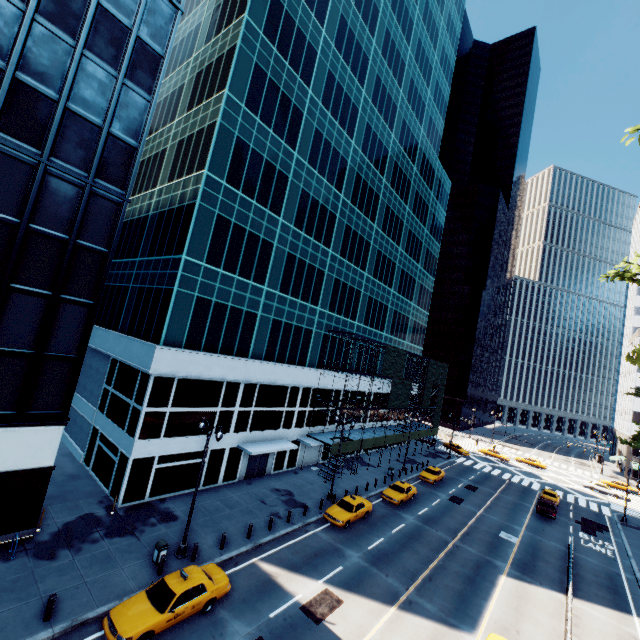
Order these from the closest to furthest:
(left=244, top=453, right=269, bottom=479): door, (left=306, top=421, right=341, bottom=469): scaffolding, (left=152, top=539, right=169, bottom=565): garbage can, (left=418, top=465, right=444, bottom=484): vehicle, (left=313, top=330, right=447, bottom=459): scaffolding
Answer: (left=152, top=539, right=169, bottom=565): garbage can < (left=244, top=453, right=269, bottom=479): door < (left=306, top=421, right=341, bottom=469): scaffolding < (left=313, top=330, right=447, bottom=459): scaffolding < (left=418, top=465, right=444, bottom=484): vehicle

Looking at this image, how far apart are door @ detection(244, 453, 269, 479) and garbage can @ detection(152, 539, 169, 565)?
12.01m

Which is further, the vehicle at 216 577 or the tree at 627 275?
Result: the tree at 627 275

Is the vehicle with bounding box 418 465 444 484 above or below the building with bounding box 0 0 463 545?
below

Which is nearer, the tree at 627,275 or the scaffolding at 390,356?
the tree at 627,275

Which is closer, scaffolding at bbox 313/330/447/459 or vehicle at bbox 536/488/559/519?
vehicle at bbox 536/488/559/519

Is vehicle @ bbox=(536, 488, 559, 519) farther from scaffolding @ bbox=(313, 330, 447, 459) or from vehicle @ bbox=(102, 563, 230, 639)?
vehicle @ bbox=(102, 563, 230, 639)

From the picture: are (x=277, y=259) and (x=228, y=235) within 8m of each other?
yes
